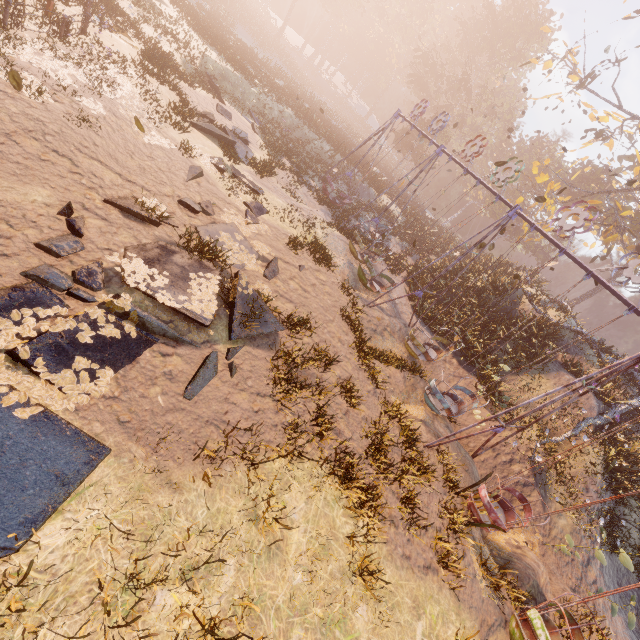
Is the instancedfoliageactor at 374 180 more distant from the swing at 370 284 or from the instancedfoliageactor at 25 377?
the instancedfoliageactor at 25 377

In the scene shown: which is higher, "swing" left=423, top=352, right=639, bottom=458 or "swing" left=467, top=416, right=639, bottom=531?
"swing" left=423, top=352, right=639, bottom=458

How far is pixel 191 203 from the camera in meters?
9.4

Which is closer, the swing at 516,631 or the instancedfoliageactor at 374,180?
the swing at 516,631

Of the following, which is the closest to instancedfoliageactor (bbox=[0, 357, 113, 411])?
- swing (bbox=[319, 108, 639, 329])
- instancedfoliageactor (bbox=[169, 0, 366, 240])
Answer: swing (bbox=[319, 108, 639, 329])

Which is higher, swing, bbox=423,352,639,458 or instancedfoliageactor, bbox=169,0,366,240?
swing, bbox=423,352,639,458

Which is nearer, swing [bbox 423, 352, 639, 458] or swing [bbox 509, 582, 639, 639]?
swing [bbox 509, 582, 639, 639]

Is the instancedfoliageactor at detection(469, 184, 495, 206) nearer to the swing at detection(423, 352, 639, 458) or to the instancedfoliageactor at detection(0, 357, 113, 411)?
the swing at detection(423, 352, 639, 458)
